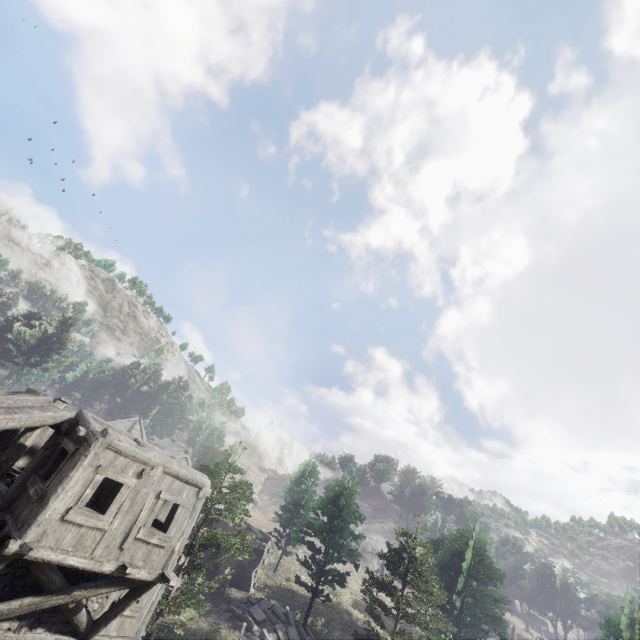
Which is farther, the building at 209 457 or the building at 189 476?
the building at 209 457

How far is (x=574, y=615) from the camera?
51.00m

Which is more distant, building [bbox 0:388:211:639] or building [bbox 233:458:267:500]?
building [bbox 233:458:267:500]

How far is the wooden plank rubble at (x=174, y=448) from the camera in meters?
38.2 m

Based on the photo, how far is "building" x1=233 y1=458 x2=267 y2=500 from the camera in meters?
31.8 m

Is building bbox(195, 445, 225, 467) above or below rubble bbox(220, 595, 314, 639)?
above

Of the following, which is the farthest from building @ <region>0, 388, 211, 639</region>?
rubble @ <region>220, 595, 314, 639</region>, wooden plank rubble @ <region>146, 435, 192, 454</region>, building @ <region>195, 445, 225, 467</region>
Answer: wooden plank rubble @ <region>146, 435, 192, 454</region>

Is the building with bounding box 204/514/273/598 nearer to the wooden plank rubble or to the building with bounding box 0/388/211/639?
the wooden plank rubble
